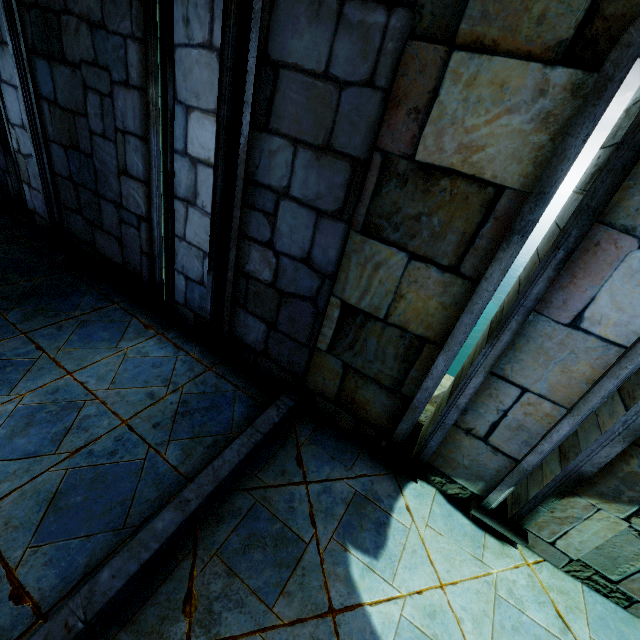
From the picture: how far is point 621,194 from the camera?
1.8m
